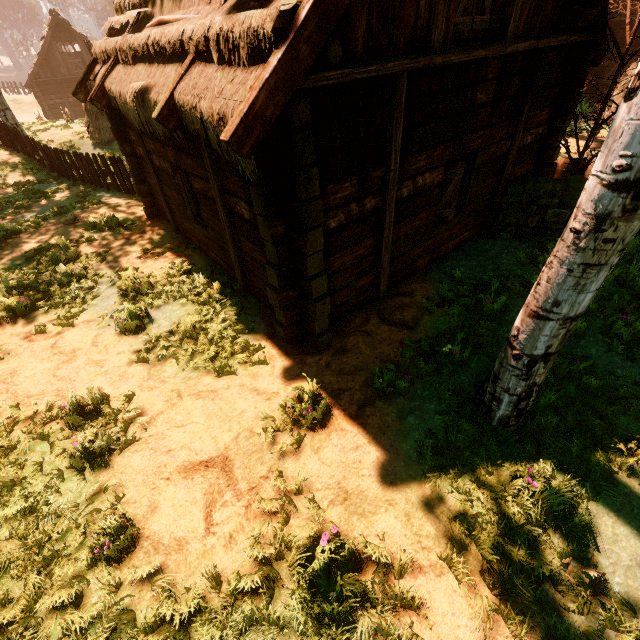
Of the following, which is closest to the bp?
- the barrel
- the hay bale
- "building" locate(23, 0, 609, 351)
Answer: "building" locate(23, 0, 609, 351)

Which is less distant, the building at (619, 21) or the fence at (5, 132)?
the fence at (5, 132)

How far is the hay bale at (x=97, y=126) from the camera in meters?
15.9 m

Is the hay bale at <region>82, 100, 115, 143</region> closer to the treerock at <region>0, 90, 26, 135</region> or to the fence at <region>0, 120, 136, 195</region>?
the fence at <region>0, 120, 136, 195</region>

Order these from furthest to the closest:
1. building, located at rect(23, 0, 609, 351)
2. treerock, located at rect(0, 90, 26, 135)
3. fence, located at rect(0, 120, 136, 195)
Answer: treerock, located at rect(0, 90, 26, 135), fence, located at rect(0, 120, 136, 195), building, located at rect(23, 0, 609, 351)

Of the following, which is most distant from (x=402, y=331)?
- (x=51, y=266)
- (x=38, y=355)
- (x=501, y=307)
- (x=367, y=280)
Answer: (x=51, y=266)

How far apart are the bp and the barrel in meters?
4.9

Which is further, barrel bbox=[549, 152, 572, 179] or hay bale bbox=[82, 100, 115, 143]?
hay bale bbox=[82, 100, 115, 143]
